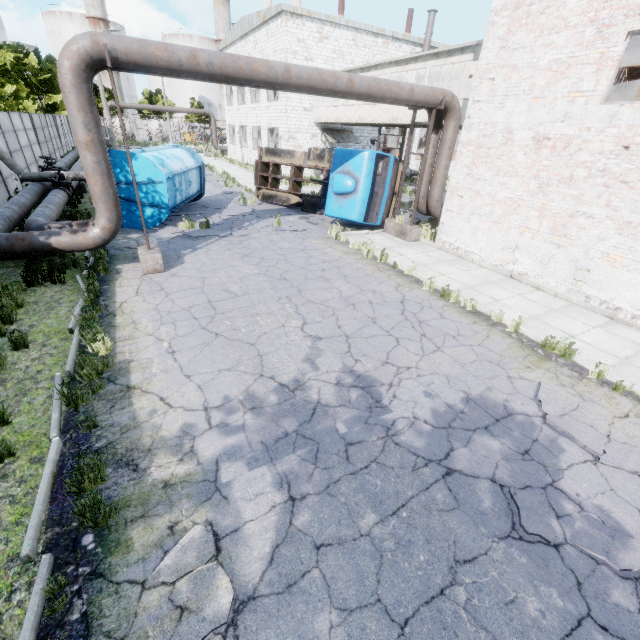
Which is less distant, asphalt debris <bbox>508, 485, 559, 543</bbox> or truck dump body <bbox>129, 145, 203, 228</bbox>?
asphalt debris <bbox>508, 485, 559, 543</bbox>

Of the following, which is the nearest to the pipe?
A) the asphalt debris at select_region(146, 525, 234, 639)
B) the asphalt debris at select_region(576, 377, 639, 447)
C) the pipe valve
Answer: the pipe valve

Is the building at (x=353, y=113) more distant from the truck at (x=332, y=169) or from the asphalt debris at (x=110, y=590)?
the asphalt debris at (x=110, y=590)

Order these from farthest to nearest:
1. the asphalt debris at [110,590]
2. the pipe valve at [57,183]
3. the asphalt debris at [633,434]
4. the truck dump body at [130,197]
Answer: the pipe valve at [57,183] < the truck dump body at [130,197] < the asphalt debris at [633,434] < the asphalt debris at [110,590]

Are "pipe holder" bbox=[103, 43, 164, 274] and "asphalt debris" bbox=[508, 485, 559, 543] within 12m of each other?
yes

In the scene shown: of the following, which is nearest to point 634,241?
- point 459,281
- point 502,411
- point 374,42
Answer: point 459,281

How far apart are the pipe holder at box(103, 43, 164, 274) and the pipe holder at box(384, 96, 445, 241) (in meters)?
9.43

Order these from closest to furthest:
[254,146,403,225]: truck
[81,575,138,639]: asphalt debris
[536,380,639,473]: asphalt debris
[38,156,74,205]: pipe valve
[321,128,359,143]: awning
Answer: [81,575,138,639]: asphalt debris < [536,380,639,473]: asphalt debris < [38,156,74,205]: pipe valve < [254,146,403,225]: truck < [321,128,359,143]: awning
